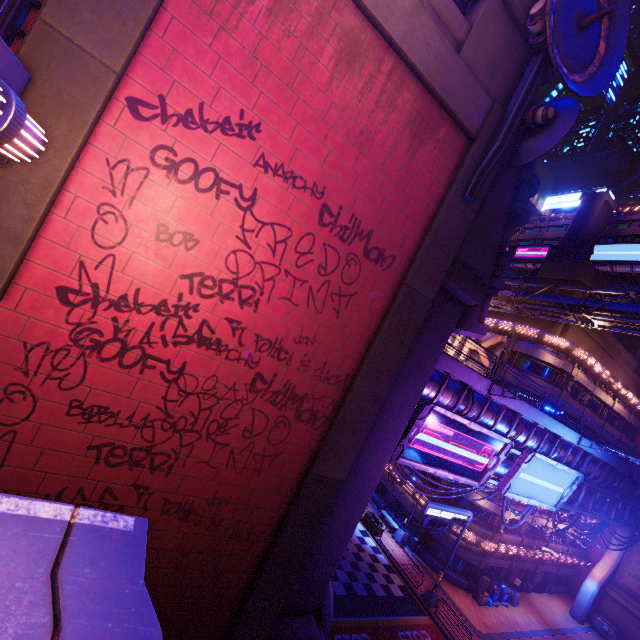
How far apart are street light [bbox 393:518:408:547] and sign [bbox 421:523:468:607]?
5.0 meters

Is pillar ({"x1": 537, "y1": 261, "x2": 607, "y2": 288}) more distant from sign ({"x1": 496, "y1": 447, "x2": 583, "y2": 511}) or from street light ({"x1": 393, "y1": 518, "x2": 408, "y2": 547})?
street light ({"x1": 393, "y1": 518, "x2": 408, "y2": 547})

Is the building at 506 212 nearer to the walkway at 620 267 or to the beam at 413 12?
the beam at 413 12

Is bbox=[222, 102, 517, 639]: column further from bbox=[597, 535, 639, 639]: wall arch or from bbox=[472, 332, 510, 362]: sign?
bbox=[597, 535, 639, 639]: wall arch

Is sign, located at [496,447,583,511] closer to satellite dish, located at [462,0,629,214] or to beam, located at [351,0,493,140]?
satellite dish, located at [462,0,629,214]

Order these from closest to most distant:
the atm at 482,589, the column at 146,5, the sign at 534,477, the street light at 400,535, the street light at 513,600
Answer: the column at 146,5 → the sign at 534,477 → the atm at 482,589 → the street light at 513,600 → the street light at 400,535

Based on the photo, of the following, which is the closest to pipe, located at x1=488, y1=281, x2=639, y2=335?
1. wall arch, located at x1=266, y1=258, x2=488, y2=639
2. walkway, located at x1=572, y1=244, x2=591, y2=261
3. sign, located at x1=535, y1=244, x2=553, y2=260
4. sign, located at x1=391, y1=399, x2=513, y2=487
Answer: wall arch, located at x1=266, y1=258, x2=488, y2=639

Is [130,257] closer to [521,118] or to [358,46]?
[358,46]
